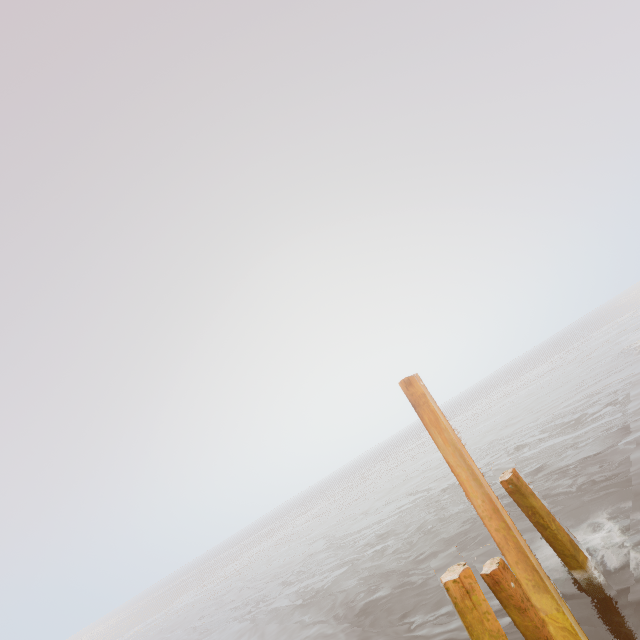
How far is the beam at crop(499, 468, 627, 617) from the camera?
6.91m

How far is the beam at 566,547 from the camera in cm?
691

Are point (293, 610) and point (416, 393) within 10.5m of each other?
no

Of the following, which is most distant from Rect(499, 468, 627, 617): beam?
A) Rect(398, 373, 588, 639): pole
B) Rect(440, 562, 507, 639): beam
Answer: Rect(440, 562, 507, 639): beam

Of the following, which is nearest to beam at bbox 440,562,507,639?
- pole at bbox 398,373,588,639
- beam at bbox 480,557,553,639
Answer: pole at bbox 398,373,588,639

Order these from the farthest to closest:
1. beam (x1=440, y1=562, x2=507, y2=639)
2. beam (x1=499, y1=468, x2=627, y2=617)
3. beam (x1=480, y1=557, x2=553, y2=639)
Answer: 1. beam (x1=499, y1=468, x2=627, y2=617)
2. beam (x1=480, y1=557, x2=553, y2=639)
3. beam (x1=440, y1=562, x2=507, y2=639)

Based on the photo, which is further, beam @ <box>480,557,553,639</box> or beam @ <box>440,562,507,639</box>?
beam @ <box>480,557,553,639</box>

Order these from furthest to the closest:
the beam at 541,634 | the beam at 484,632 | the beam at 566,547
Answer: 1. the beam at 566,547
2. the beam at 541,634
3. the beam at 484,632
